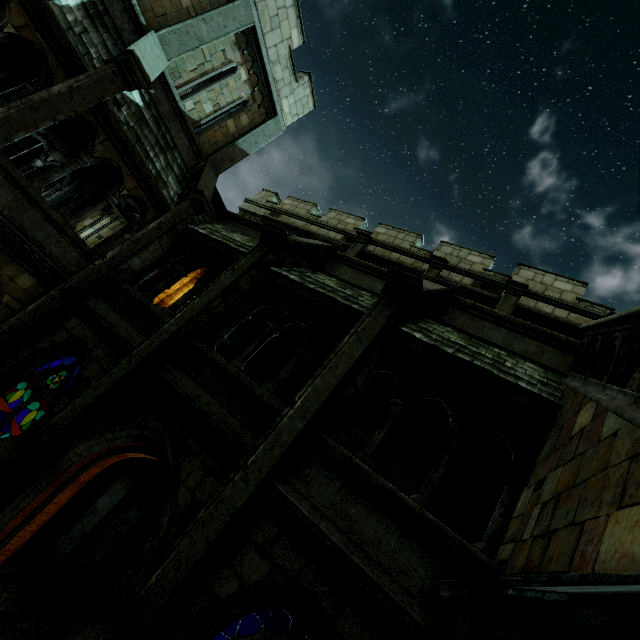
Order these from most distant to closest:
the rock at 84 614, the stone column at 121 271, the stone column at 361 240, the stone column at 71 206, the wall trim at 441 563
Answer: the stone column at 361 240, the stone column at 71 206, the rock at 84 614, the stone column at 121 271, the wall trim at 441 563

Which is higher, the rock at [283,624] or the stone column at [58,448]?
the stone column at [58,448]

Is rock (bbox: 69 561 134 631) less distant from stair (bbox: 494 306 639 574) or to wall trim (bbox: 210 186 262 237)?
stair (bbox: 494 306 639 574)

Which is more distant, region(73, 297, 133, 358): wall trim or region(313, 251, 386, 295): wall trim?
region(313, 251, 386, 295): wall trim

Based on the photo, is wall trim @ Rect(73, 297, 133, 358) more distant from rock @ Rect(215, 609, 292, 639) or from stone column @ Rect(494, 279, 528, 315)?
stone column @ Rect(494, 279, 528, 315)

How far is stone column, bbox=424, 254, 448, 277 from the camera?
12.23m

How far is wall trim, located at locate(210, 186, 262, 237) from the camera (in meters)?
11.16

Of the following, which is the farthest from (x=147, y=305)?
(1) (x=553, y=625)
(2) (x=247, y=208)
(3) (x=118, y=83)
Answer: → (2) (x=247, y=208)
